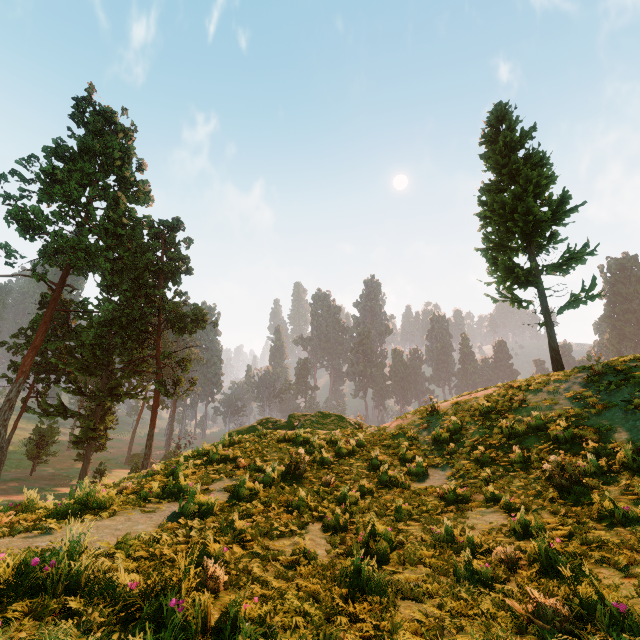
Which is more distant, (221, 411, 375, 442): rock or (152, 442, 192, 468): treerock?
(221, 411, 375, 442): rock

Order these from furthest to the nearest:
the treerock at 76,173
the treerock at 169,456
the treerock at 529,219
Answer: the treerock at 76,173 < the treerock at 529,219 < the treerock at 169,456

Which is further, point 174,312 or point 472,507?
point 174,312

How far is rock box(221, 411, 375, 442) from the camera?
14.81m

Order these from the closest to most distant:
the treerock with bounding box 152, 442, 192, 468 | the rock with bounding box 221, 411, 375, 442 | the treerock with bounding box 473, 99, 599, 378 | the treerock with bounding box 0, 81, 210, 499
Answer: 1. the treerock with bounding box 152, 442, 192, 468
2. the rock with bounding box 221, 411, 375, 442
3. the treerock with bounding box 473, 99, 599, 378
4. the treerock with bounding box 0, 81, 210, 499

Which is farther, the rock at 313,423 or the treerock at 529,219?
the treerock at 529,219

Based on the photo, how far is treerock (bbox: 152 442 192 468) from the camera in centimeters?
1131cm

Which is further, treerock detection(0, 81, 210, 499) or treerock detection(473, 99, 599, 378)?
treerock detection(0, 81, 210, 499)
